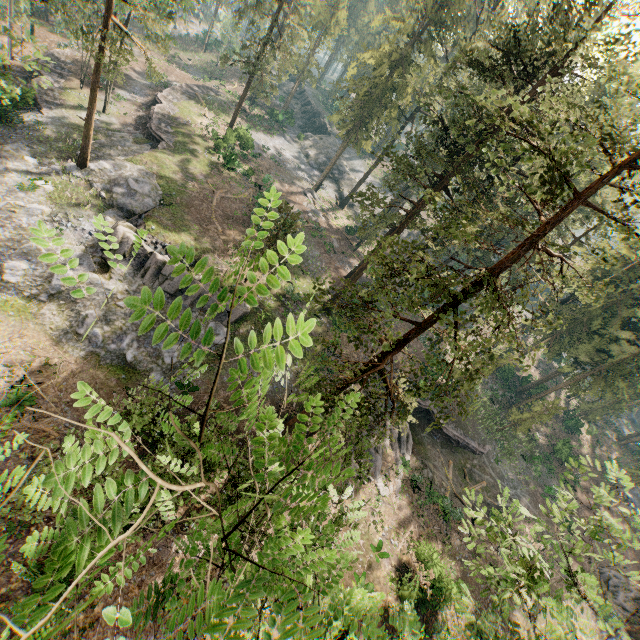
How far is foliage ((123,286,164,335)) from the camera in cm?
134

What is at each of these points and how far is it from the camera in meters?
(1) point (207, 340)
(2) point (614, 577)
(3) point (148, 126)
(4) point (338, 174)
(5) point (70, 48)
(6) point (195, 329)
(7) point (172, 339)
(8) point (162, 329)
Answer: (1) foliage, 1.6 m
(2) foliage, 33.3 m
(3) ground embankment, 35.6 m
(4) rock, 56.2 m
(5) ground embankment, 40.4 m
(6) foliage, 1.6 m
(7) foliage, 1.5 m
(8) foliage, 1.4 m

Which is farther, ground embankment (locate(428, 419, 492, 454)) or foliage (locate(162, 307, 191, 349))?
ground embankment (locate(428, 419, 492, 454))

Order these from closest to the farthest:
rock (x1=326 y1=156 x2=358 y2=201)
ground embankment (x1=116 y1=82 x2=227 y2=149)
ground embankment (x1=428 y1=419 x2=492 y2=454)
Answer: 1. ground embankment (x1=428 y1=419 x2=492 y2=454)
2. ground embankment (x1=116 y1=82 x2=227 y2=149)
3. rock (x1=326 y1=156 x2=358 y2=201)

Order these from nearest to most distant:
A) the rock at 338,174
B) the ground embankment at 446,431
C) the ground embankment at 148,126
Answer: the ground embankment at 446,431, the ground embankment at 148,126, the rock at 338,174

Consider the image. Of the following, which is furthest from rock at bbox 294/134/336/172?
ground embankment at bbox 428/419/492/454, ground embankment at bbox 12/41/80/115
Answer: ground embankment at bbox 12/41/80/115

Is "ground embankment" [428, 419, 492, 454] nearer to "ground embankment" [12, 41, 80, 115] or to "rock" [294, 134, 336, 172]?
"rock" [294, 134, 336, 172]

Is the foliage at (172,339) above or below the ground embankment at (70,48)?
above
